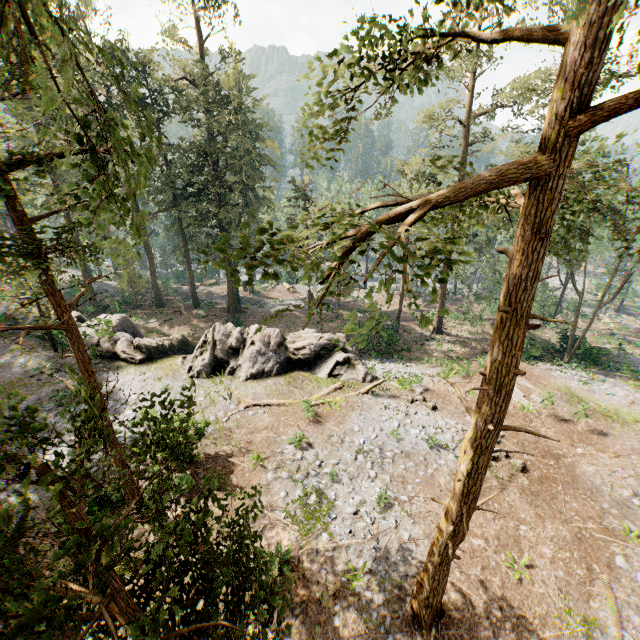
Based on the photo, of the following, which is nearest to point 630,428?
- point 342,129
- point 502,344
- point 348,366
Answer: point 348,366

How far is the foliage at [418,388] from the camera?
19.88m

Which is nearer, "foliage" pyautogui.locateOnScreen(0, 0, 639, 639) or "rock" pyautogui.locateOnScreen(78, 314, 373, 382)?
"foliage" pyautogui.locateOnScreen(0, 0, 639, 639)

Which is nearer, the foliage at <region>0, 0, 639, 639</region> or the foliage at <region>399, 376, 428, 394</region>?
the foliage at <region>0, 0, 639, 639</region>

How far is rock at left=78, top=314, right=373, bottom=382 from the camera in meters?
21.0 m

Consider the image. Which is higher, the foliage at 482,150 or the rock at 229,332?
the foliage at 482,150

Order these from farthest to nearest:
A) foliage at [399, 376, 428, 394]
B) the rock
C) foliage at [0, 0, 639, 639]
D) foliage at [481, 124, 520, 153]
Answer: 1. foliage at [481, 124, 520, 153]
2. the rock
3. foliage at [399, 376, 428, 394]
4. foliage at [0, 0, 639, 639]
